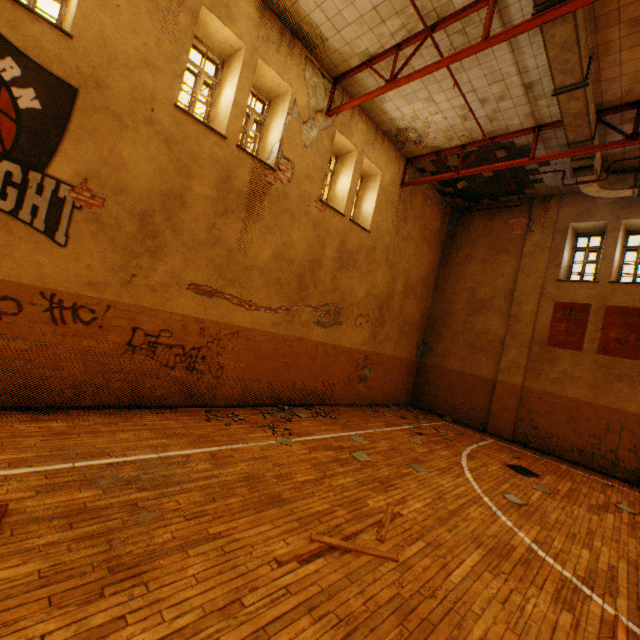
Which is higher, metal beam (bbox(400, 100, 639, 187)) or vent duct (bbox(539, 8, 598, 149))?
vent duct (bbox(539, 8, 598, 149))

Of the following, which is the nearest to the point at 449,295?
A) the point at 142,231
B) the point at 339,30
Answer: the point at 339,30

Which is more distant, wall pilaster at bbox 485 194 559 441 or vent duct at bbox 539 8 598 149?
wall pilaster at bbox 485 194 559 441

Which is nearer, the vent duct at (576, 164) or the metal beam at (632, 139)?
the metal beam at (632, 139)

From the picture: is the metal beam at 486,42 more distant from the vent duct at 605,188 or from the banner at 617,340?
the banner at 617,340

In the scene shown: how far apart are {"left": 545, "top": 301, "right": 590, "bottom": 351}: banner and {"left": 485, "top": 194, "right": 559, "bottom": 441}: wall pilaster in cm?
37

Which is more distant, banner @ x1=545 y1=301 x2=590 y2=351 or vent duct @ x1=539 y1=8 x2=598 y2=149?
banner @ x1=545 y1=301 x2=590 y2=351

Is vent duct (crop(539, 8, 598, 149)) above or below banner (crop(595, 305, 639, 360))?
above
